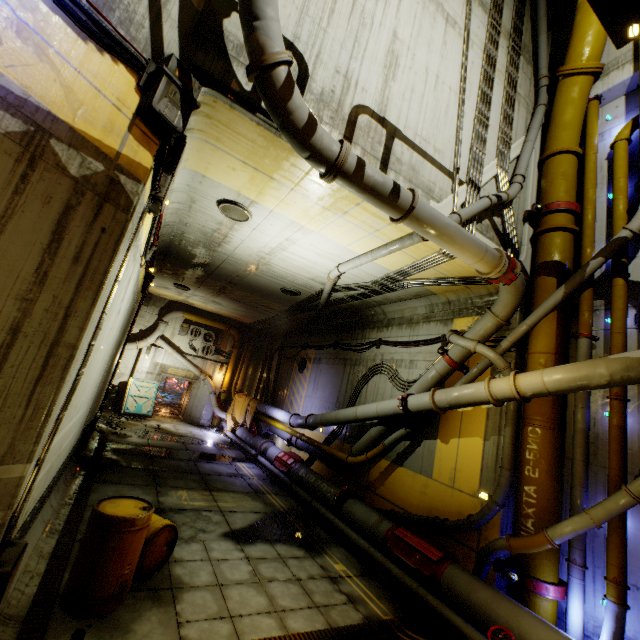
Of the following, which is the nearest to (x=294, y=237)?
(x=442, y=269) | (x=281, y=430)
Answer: (x=442, y=269)

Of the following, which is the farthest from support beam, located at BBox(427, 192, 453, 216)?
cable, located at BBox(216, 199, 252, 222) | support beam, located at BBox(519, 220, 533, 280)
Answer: cable, located at BBox(216, 199, 252, 222)

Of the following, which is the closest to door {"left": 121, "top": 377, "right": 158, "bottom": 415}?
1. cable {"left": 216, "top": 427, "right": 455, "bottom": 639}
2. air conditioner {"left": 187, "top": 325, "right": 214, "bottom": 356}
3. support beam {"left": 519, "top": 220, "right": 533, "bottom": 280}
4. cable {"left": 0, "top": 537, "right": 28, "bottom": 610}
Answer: air conditioner {"left": 187, "top": 325, "right": 214, "bottom": 356}

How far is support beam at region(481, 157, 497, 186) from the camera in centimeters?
734cm

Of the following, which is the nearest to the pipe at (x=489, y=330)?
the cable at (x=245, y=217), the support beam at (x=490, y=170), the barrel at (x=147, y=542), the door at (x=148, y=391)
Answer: the support beam at (x=490, y=170)

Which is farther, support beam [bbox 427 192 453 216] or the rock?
the rock

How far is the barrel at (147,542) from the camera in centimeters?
413cm

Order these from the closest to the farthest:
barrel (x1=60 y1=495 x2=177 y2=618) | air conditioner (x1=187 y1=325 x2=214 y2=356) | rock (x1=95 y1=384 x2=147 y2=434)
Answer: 1. barrel (x1=60 y1=495 x2=177 y2=618)
2. rock (x1=95 y1=384 x2=147 y2=434)
3. air conditioner (x1=187 y1=325 x2=214 y2=356)
